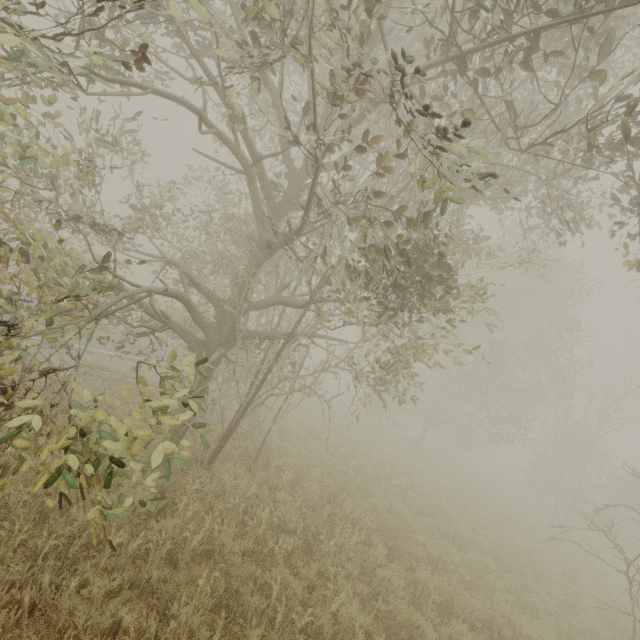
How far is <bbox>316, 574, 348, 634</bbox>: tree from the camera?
4.8 meters

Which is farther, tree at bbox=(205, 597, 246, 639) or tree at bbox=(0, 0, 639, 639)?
tree at bbox=(205, 597, 246, 639)

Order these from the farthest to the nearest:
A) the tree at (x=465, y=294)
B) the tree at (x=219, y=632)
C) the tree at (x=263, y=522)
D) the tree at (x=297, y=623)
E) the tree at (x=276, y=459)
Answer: the tree at (x=276, y=459), the tree at (x=263, y=522), the tree at (x=297, y=623), the tree at (x=219, y=632), the tree at (x=465, y=294)

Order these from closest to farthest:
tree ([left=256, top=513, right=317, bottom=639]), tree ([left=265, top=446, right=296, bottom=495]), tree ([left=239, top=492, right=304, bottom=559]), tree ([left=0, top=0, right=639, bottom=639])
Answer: tree ([left=0, top=0, right=639, bottom=639]), tree ([left=256, top=513, right=317, bottom=639]), tree ([left=239, top=492, right=304, bottom=559]), tree ([left=265, top=446, right=296, bottom=495])

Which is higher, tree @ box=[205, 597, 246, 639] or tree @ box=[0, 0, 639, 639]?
tree @ box=[0, 0, 639, 639]

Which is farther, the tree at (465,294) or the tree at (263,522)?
the tree at (263,522)

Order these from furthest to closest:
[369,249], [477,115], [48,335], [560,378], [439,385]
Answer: [439,385] < [560,378] < [477,115] < [369,249] < [48,335]
